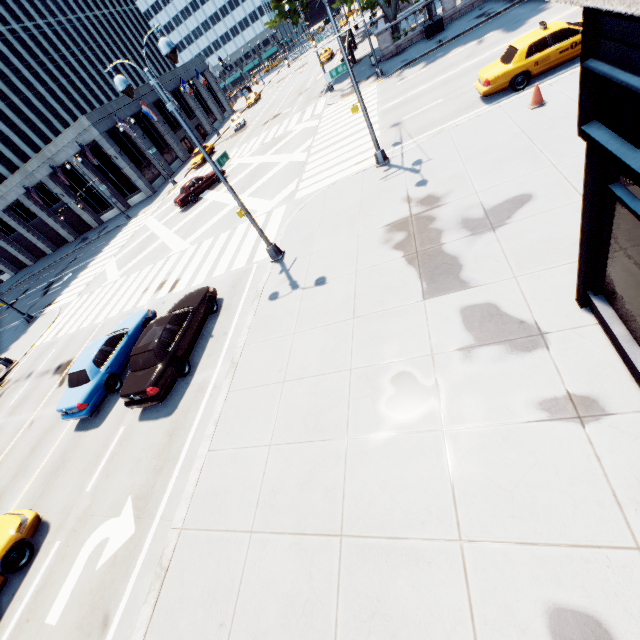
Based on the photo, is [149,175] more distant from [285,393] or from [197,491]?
[197,491]

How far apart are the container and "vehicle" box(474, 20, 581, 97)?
16.94m

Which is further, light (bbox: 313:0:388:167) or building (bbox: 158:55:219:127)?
building (bbox: 158:55:219:127)

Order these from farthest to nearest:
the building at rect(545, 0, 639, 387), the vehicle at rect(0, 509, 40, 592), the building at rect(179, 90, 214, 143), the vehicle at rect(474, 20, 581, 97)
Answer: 1. the building at rect(179, 90, 214, 143)
2. the vehicle at rect(474, 20, 581, 97)
3. the vehicle at rect(0, 509, 40, 592)
4. the building at rect(545, 0, 639, 387)

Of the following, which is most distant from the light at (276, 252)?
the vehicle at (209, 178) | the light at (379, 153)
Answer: the vehicle at (209, 178)

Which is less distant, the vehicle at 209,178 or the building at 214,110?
the vehicle at 209,178

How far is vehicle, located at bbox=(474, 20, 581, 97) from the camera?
11.99m

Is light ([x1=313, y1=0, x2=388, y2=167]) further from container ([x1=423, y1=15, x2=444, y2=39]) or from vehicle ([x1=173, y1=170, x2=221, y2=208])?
vehicle ([x1=173, y1=170, x2=221, y2=208])
